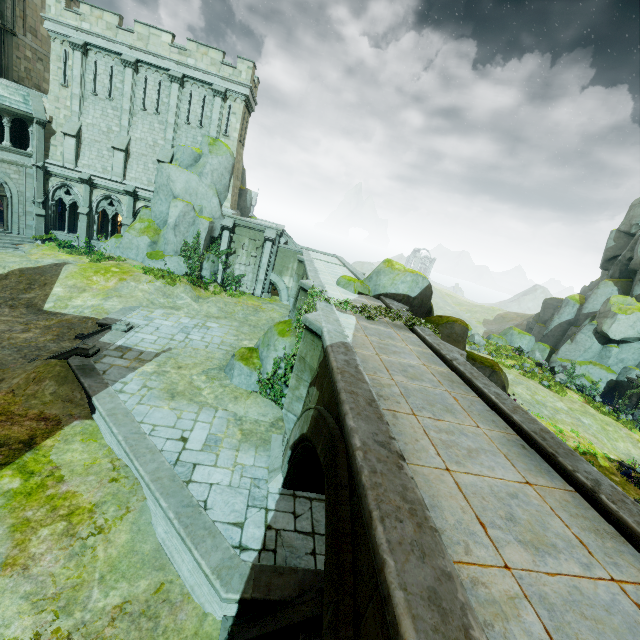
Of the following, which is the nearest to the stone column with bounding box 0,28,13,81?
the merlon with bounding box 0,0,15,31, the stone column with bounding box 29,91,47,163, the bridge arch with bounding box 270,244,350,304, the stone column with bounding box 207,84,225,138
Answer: the merlon with bounding box 0,0,15,31

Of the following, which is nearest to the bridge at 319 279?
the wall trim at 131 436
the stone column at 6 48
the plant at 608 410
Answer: the wall trim at 131 436

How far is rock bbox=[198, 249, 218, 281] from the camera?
25.6 meters

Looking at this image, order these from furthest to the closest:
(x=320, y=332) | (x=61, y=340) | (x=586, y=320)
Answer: (x=586, y=320) < (x=61, y=340) < (x=320, y=332)

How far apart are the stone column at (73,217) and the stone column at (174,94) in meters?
8.8

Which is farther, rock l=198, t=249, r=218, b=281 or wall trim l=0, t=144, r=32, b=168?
rock l=198, t=249, r=218, b=281

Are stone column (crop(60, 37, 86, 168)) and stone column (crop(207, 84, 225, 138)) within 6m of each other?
no

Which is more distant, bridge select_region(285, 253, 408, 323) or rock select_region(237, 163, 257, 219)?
rock select_region(237, 163, 257, 219)
